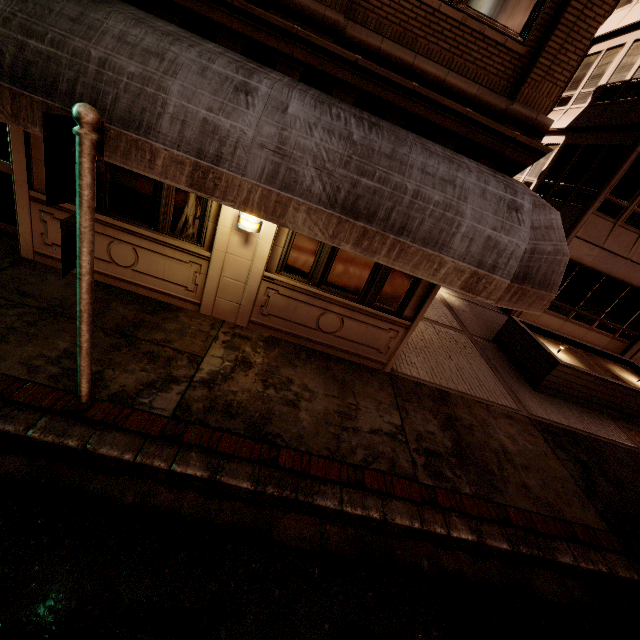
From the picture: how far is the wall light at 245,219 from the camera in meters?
5.1

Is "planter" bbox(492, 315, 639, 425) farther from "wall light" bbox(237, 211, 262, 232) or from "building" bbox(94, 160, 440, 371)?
"wall light" bbox(237, 211, 262, 232)

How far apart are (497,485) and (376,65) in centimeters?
628cm

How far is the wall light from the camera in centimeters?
506cm

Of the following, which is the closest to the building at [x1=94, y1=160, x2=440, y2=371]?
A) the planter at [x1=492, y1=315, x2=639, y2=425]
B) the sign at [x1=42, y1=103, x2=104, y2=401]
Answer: the sign at [x1=42, y1=103, x2=104, y2=401]

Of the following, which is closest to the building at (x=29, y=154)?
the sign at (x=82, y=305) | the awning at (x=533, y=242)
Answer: the awning at (x=533, y=242)

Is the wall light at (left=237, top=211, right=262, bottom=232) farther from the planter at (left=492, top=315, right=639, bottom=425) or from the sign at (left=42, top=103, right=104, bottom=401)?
the planter at (left=492, top=315, right=639, bottom=425)

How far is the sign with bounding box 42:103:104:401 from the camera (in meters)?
2.34
